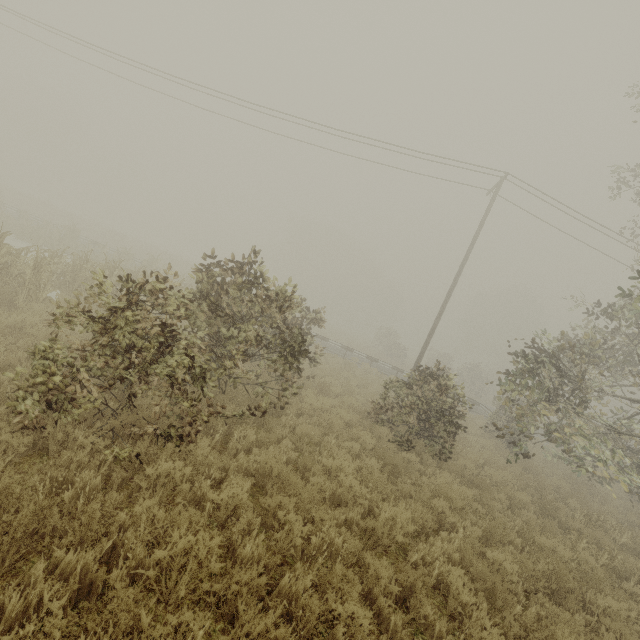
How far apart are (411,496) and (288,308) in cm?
512

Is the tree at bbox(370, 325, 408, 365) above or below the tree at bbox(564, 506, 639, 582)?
above

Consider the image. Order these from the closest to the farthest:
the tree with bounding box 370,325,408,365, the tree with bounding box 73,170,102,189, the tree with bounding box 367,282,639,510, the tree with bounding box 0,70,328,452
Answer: the tree with bounding box 0,70,328,452 → the tree with bounding box 367,282,639,510 → the tree with bounding box 370,325,408,365 → the tree with bounding box 73,170,102,189

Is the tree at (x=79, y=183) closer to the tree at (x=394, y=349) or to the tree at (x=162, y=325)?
the tree at (x=162, y=325)

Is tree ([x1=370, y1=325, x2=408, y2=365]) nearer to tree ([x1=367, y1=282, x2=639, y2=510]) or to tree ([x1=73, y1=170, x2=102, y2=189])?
tree ([x1=367, y1=282, x2=639, y2=510])

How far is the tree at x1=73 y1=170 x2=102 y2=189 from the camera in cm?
5866

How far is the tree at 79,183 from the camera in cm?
5866

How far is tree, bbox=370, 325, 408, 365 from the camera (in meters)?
34.84
